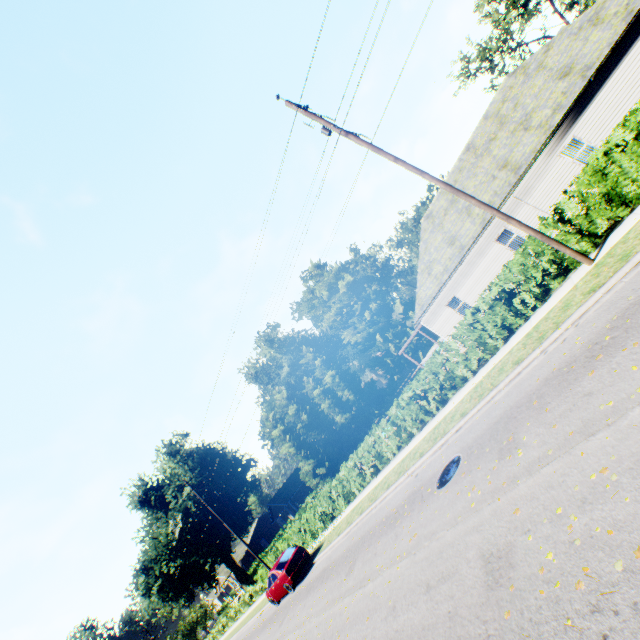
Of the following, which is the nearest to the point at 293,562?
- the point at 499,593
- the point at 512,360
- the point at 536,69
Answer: the point at 512,360

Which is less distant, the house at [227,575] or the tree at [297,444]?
the tree at [297,444]

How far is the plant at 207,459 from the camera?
40.5m

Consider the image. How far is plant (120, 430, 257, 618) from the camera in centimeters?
4047cm

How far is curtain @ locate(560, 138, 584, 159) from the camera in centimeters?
1623cm

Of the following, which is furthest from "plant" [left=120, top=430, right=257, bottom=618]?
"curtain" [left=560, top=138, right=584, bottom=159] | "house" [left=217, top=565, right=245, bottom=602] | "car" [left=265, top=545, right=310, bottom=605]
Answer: "curtain" [left=560, top=138, right=584, bottom=159]

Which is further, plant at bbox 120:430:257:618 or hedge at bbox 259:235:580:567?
plant at bbox 120:430:257:618

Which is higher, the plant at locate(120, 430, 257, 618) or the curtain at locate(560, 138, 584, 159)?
the plant at locate(120, 430, 257, 618)
